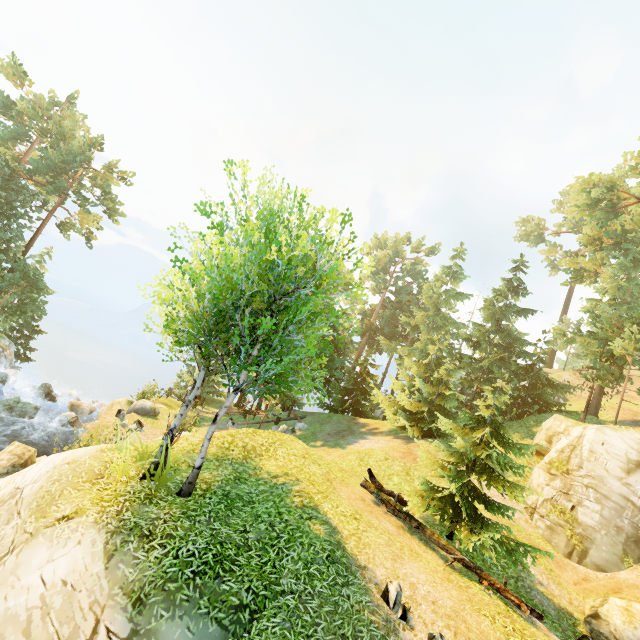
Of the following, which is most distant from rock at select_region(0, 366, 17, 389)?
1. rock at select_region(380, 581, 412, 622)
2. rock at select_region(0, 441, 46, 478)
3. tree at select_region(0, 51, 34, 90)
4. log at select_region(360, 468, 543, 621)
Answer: rock at select_region(380, 581, 412, 622)

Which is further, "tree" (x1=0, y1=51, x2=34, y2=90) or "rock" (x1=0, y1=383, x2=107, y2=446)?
"tree" (x1=0, y1=51, x2=34, y2=90)

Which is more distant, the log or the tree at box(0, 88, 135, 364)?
the tree at box(0, 88, 135, 364)

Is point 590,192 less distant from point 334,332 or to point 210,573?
point 334,332

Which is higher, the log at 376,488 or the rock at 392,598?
the log at 376,488

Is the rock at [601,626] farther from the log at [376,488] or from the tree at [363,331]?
the log at [376,488]

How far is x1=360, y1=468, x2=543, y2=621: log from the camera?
8.63m

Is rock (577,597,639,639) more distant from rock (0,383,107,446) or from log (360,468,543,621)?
rock (0,383,107,446)
